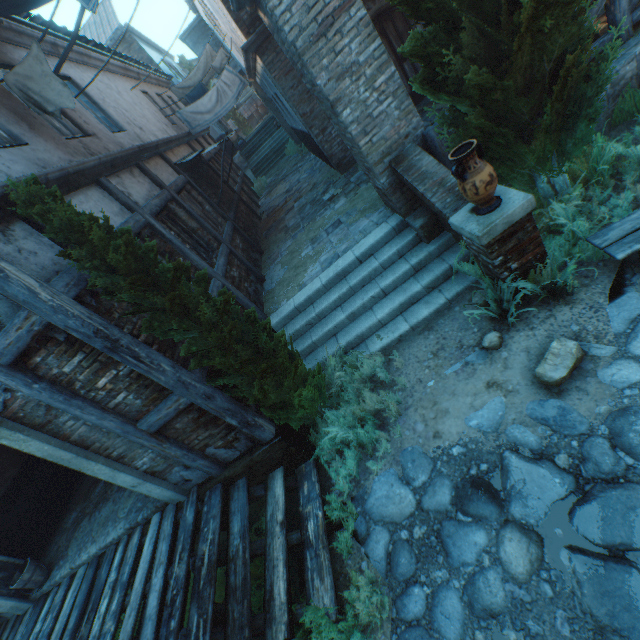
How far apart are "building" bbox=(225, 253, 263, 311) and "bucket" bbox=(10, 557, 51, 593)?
6.07m

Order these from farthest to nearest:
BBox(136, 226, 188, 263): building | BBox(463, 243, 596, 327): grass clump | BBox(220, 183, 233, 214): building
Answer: BBox(220, 183, 233, 214): building → BBox(136, 226, 188, 263): building → BBox(463, 243, 596, 327): grass clump

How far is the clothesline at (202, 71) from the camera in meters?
11.6

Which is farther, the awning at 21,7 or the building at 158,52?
the building at 158,52

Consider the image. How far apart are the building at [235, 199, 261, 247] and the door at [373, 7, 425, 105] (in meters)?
5.83

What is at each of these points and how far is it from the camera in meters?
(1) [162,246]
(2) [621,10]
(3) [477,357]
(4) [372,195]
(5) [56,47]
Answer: (1) building, 5.5 m
(2) fence, 4.6 m
(3) ground stones, 4.3 m
(4) straw, 7.4 m
(5) building, 7.0 m

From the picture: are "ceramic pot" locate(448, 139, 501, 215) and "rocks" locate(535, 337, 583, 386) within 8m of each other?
yes

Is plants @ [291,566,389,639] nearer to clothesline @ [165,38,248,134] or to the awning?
the awning
